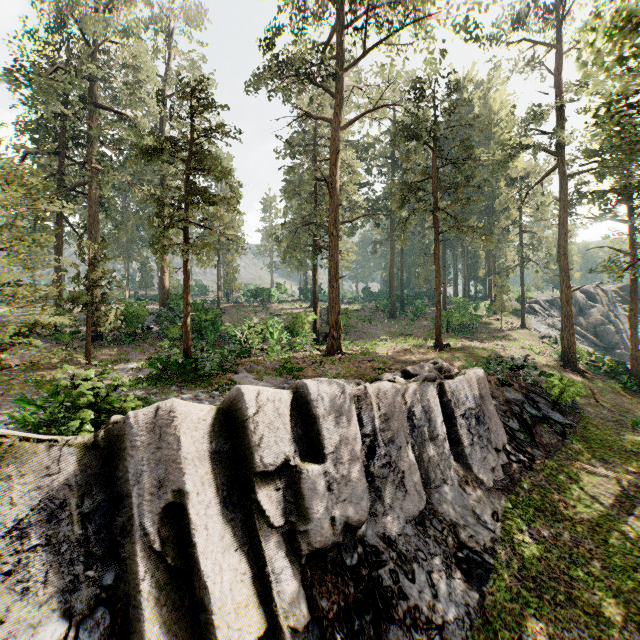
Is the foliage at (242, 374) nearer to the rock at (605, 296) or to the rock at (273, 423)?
the rock at (273, 423)

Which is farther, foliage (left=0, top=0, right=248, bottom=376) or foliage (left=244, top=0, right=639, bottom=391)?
foliage (left=244, top=0, right=639, bottom=391)

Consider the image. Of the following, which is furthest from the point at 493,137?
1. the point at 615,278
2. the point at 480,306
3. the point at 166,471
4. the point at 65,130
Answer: the point at 65,130

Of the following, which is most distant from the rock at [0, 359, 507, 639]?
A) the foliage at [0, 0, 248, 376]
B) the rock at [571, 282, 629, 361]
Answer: the rock at [571, 282, 629, 361]

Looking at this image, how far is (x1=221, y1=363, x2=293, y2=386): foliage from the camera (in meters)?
13.34

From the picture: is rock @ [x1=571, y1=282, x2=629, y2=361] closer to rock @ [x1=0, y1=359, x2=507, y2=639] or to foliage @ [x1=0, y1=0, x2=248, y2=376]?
foliage @ [x1=0, y1=0, x2=248, y2=376]

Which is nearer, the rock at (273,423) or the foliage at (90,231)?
the rock at (273,423)
